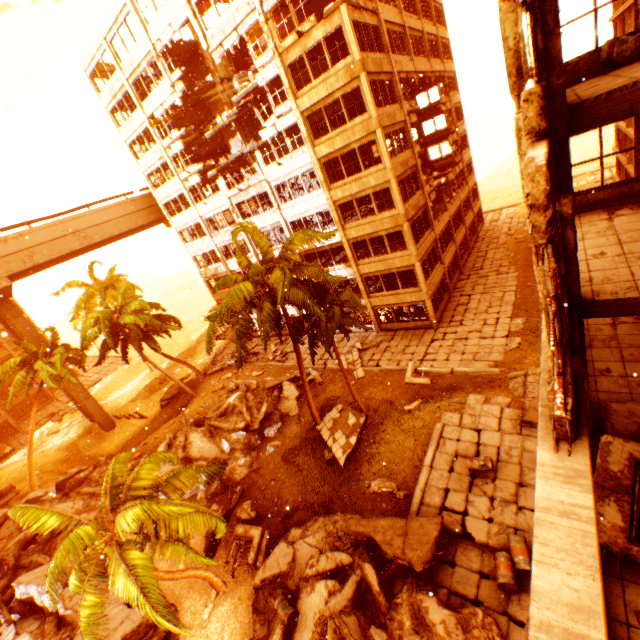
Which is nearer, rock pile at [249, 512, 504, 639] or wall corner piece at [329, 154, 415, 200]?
rock pile at [249, 512, 504, 639]

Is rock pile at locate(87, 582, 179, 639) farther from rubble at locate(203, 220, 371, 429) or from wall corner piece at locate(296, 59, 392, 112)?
wall corner piece at locate(296, 59, 392, 112)

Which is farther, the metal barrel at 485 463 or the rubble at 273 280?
the rubble at 273 280

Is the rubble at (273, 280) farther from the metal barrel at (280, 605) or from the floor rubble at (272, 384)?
the metal barrel at (280, 605)

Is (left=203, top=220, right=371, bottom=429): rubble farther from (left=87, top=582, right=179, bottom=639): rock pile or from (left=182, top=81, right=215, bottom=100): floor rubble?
(left=182, top=81, right=215, bottom=100): floor rubble

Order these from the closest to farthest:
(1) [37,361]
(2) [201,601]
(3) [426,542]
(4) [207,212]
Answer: (3) [426,542] → (2) [201,601] → (1) [37,361] → (4) [207,212]

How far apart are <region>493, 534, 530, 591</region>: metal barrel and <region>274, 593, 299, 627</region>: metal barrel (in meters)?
6.60

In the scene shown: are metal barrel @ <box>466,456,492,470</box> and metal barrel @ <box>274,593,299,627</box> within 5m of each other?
no
